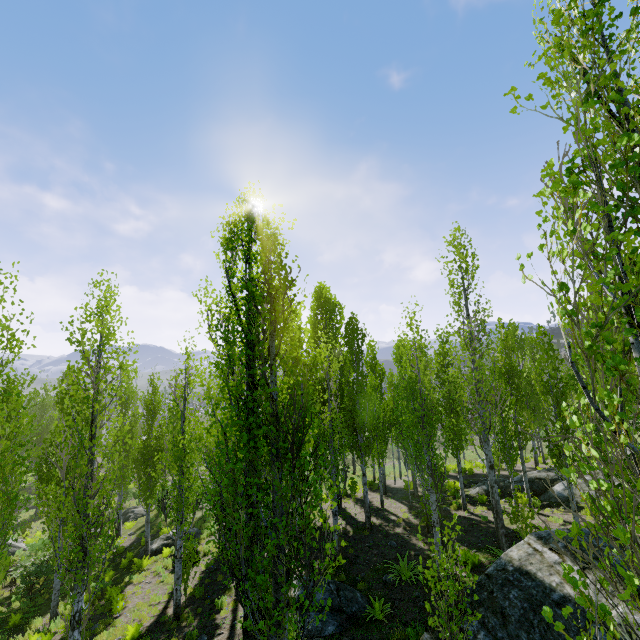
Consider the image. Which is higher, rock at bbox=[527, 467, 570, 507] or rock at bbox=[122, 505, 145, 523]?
rock at bbox=[527, 467, 570, 507]

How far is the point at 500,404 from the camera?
12.33m

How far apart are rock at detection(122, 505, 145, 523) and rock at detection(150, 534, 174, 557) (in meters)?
8.84

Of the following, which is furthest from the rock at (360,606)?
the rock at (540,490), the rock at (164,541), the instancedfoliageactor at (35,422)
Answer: the rock at (164,541)

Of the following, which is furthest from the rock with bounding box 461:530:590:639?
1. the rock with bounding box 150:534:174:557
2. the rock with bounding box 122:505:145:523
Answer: the rock with bounding box 122:505:145:523

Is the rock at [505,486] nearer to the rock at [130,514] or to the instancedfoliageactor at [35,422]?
the instancedfoliageactor at [35,422]

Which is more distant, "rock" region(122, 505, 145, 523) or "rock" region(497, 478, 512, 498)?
"rock" region(122, 505, 145, 523)

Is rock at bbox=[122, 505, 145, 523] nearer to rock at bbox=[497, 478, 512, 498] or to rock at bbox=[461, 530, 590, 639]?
rock at bbox=[461, 530, 590, 639]
